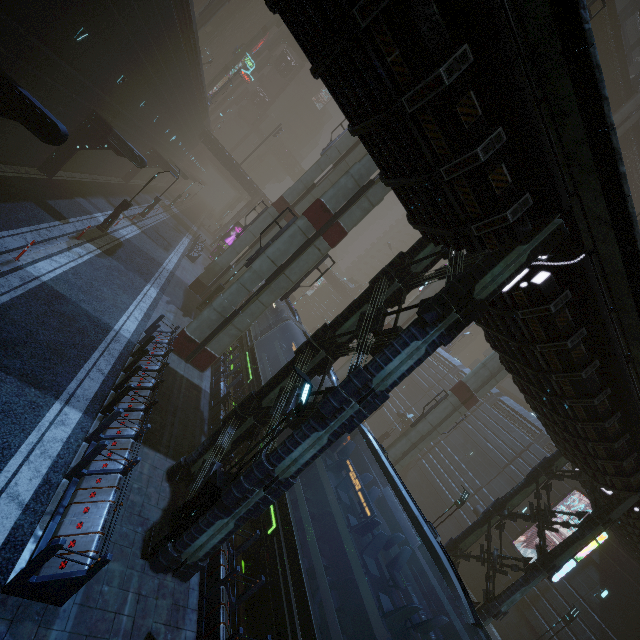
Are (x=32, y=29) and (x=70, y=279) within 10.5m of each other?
yes

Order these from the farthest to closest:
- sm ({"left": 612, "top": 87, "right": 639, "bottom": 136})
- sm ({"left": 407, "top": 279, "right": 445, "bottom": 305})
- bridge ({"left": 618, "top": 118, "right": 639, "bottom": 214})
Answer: bridge ({"left": 618, "top": 118, "right": 639, "bottom": 214}), sm ({"left": 407, "top": 279, "right": 445, "bottom": 305}), sm ({"left": 612, "top": 87, "right": 639, "bottom": 136})

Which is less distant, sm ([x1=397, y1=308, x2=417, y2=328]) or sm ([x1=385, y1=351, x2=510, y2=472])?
sm ([x1=385, y1=351, x2=510, y2=472])

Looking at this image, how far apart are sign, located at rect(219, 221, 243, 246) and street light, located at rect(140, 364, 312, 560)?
36.6 meters

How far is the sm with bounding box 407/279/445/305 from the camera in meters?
31.0

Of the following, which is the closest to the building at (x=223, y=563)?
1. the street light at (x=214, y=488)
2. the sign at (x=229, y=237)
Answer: the street light at (x=214, y=488)

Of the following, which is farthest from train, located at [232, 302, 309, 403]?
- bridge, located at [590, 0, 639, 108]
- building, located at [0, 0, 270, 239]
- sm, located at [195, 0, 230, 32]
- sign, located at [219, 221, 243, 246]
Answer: bridge, located at [590, 0, 639, 108]

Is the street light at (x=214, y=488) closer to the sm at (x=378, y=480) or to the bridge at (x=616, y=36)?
the sm at (x=378, y=480)
